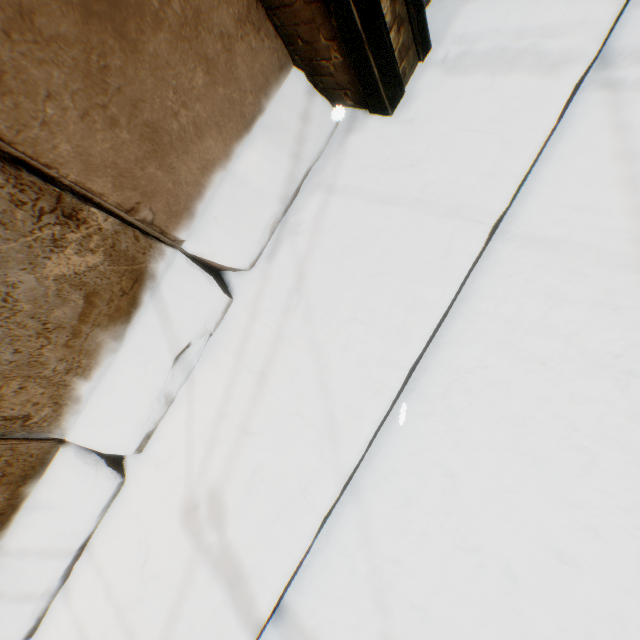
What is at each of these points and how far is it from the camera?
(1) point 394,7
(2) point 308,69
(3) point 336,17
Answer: (1) building, 2.4m
(2) building, 3.0m
(3) wooden beam, 2.3m
